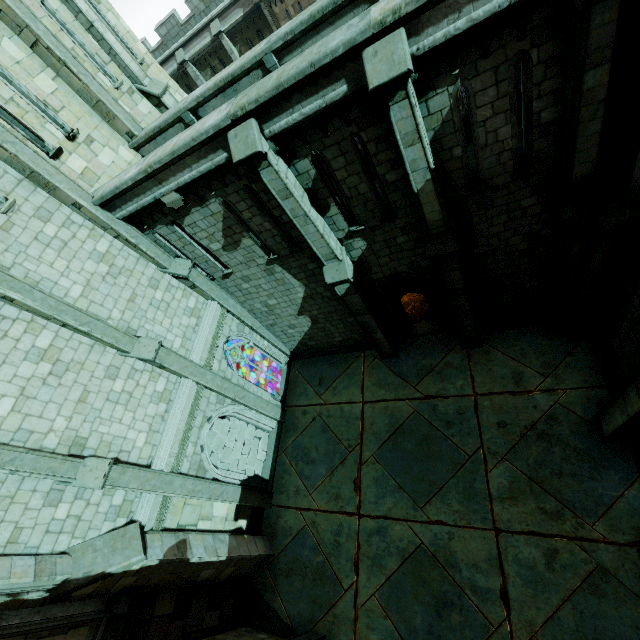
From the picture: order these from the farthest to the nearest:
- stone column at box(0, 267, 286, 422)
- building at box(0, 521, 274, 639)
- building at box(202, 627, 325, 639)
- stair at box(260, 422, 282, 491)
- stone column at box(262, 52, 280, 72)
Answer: stair at box(260, 422, 282, 491) < building at box(202, 627, 325, 639) < stone column at box(262, 52, 280, 72) < stone column at box(0, 267, 286, 422) < building at box(0, 521, 274, 639)

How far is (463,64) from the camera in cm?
588

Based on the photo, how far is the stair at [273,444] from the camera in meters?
13.5 m

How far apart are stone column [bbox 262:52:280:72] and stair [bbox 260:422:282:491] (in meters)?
12.88

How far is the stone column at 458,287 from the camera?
5.4m

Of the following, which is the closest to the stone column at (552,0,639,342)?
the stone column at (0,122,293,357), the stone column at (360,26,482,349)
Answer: the stone column at (360,26,482,349)

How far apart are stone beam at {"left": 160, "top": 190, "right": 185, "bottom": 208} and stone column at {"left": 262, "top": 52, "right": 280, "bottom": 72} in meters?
4.1 m

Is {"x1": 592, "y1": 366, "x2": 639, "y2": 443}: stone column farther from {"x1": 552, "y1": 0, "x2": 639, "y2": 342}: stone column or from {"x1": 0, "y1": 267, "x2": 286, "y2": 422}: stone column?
{"x1": 0, "y1": 267, "x2": 286, "y2": 422}: stone column
